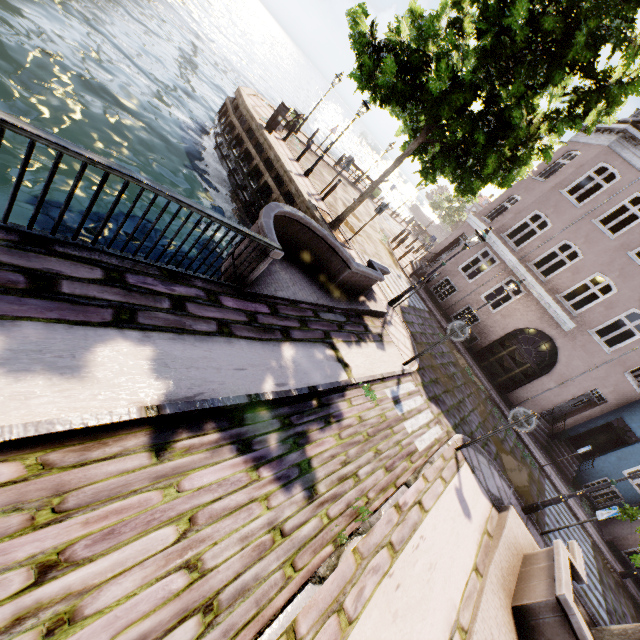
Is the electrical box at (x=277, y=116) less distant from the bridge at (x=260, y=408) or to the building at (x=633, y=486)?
the bridge at (x=260, y=408)

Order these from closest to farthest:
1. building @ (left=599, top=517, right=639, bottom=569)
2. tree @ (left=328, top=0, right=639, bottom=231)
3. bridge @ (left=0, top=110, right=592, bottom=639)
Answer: bridge @ (left=0, top=110, right=592, bottom=639), tree @ (left=328, top=0, right=639, bottom=231), building @ (left=599, top=517, right=639, bottom=569)

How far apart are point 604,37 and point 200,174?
11.8m

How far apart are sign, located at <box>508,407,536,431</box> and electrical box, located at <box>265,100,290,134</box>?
13.6m

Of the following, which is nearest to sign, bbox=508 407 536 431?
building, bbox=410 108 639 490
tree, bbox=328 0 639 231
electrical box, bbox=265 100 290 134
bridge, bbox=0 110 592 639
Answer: bridge, bbox=0 110 592 639

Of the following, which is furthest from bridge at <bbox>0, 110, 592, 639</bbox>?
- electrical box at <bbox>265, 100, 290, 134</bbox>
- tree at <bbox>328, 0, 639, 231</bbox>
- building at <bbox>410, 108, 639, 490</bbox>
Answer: building at <bbox>410, 108, 639, 490</bbox>

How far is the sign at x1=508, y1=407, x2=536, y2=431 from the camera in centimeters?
704cm

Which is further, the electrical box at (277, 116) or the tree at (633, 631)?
the electrical box at (277, 116)
